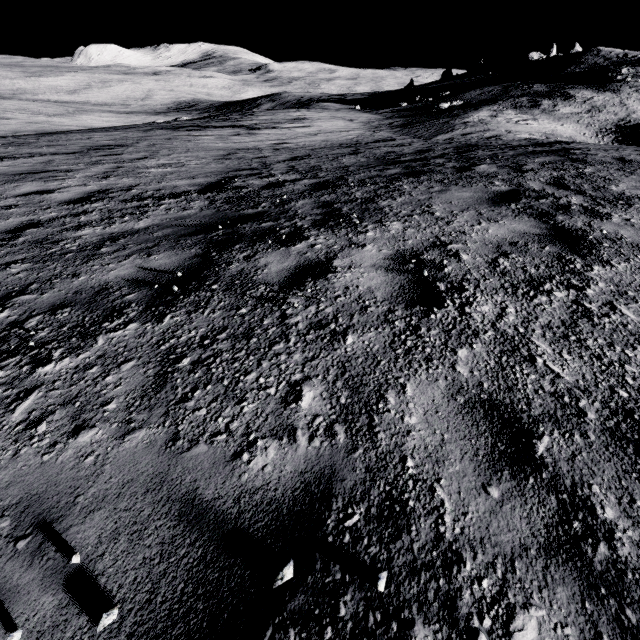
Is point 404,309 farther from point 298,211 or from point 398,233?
point 298,211
